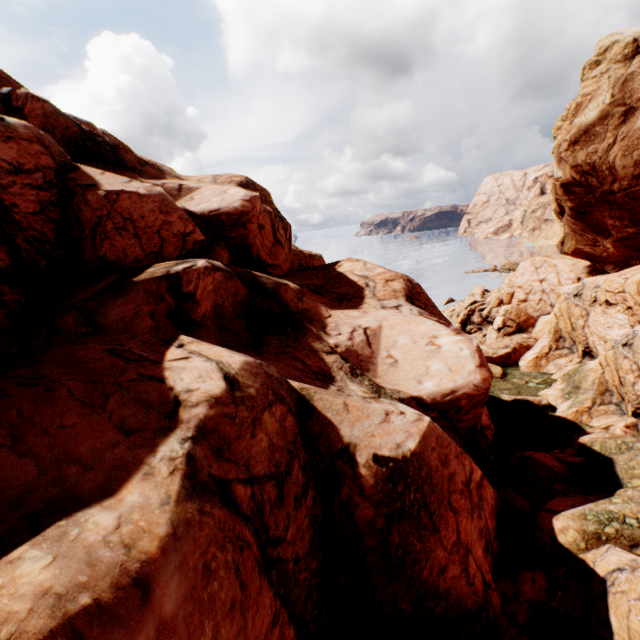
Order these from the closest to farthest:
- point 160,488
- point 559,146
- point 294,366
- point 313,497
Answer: point 160,488, point 313,497, point 294,366, point 559,146
